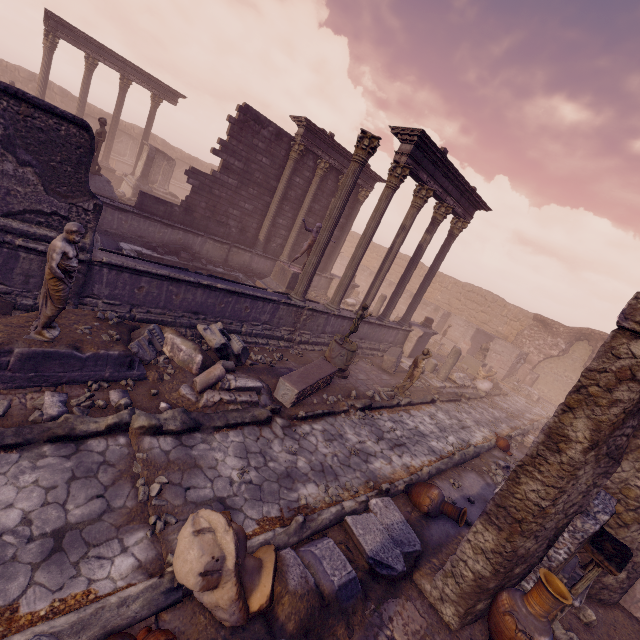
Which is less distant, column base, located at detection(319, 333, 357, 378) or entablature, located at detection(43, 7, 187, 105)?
column base, located at detection(319, 333, 357, 378)

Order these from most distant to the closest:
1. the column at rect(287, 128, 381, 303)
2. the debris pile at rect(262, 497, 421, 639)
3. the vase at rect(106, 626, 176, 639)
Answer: the column at rect(287, 128, 381, 303)
the debris pile at rect(262, 497, 421, 639)
the vase at rect(106, 626, 176, 639)

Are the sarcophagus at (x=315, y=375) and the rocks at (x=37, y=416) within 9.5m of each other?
yes

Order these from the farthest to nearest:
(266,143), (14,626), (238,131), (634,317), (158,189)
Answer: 1. (158,189)
2. (266,143)
3. (238,131)
4. (634,317)
5. (14,626)

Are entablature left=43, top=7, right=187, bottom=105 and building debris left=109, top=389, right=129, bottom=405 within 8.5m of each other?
no

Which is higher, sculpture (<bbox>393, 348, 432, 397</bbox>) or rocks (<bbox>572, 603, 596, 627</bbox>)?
sculpture (<bbox>393, 348, 432, 397</bbox>)

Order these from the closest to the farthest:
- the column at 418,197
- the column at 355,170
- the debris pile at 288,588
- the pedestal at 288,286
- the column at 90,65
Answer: the debris pile at 288,588 < the column at 355,170 < the column at 418,197 < the pedestal at 288,286 < the column at 90,65

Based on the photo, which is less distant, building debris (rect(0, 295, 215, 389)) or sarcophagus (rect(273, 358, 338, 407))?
building debris (rect(0, 295, 215, 389))
